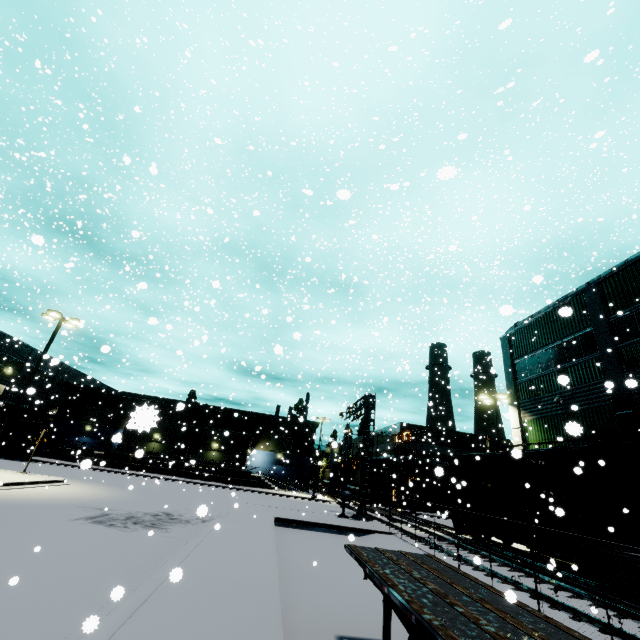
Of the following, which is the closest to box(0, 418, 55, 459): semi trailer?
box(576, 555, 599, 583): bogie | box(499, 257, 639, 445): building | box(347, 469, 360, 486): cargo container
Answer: box(499, 257, 639, 445): building

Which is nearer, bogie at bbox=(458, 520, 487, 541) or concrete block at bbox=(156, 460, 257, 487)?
bogie at bbox=(458, 520, 487, 541)

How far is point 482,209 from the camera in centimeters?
3012cm

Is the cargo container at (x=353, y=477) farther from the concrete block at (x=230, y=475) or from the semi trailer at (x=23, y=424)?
the concrete block at (x=230, y=475)

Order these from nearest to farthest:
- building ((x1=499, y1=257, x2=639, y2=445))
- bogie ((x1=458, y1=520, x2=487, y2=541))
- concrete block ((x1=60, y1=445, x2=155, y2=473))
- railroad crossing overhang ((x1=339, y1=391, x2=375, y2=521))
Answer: concrete block ((x1=60, y1=445, x2=155, y2=473)) → building ((x1=499, y1=257, x2=639, y2=445)) → bogie ((x1=458, y1=520, x2=487, y2=541)) → railroad crossing overhang ((x1=339, y1=391, x2=375, y2=521))

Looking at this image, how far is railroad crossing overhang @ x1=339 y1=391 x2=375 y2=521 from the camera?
23.12m

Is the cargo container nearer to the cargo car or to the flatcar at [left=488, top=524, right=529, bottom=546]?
the cargo car

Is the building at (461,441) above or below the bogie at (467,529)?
→ above
